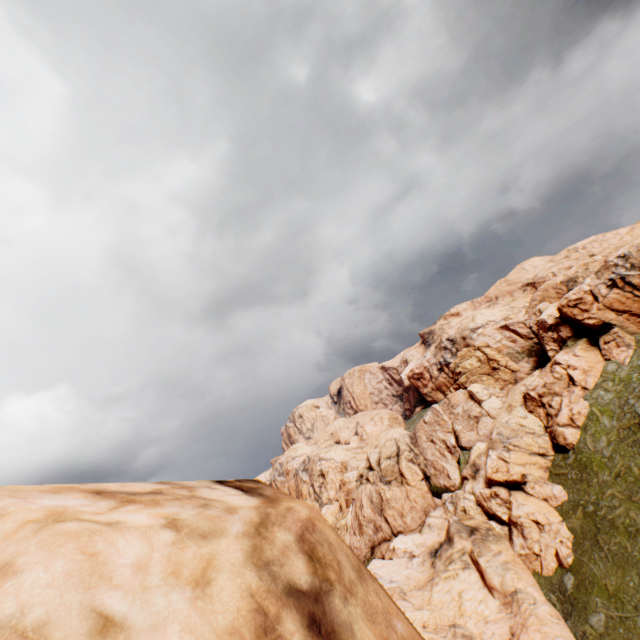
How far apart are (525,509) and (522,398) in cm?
1146
